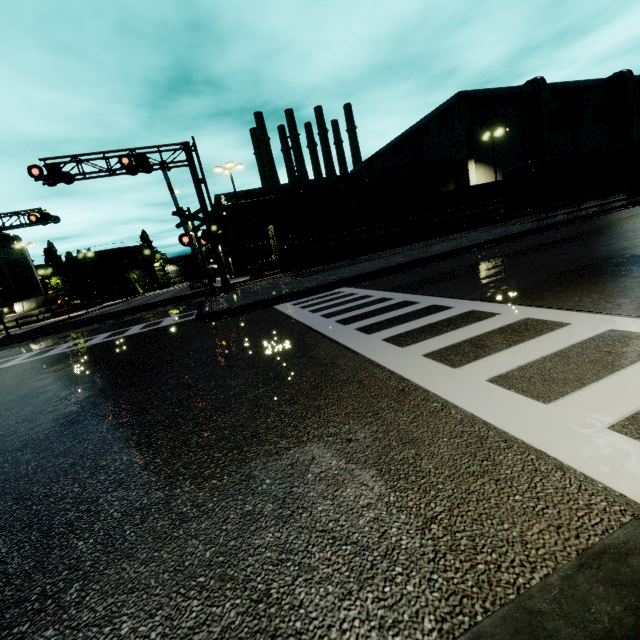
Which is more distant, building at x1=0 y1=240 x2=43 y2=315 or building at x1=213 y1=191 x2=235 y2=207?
building at x1=0 y1=240 x2=43 y2=315

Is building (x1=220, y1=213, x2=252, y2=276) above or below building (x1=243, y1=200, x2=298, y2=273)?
below

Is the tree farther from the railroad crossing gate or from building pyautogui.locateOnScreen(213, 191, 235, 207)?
the railroad crossing gate

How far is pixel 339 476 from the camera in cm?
234

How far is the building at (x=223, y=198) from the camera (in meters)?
40.34

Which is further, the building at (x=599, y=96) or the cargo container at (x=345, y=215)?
the building at (x=599, y=96)

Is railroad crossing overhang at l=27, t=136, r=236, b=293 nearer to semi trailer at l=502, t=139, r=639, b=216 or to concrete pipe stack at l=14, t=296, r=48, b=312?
semi trailer at l=502, t=139, r=639, b=216

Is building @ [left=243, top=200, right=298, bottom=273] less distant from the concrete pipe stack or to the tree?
the tree
